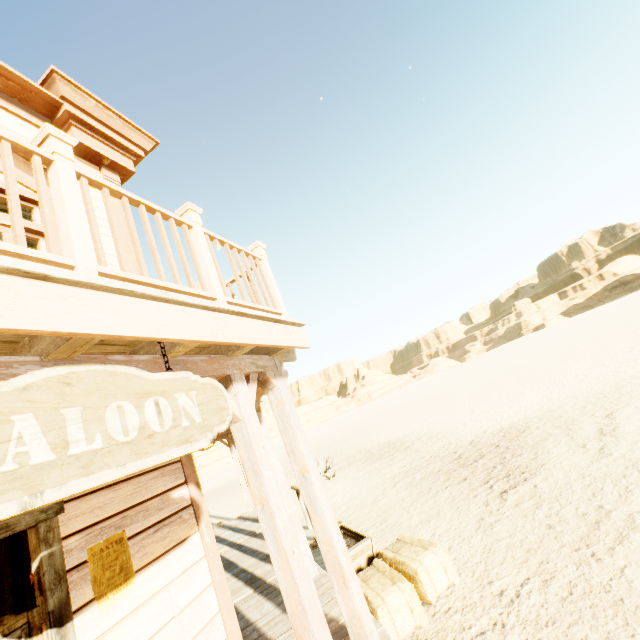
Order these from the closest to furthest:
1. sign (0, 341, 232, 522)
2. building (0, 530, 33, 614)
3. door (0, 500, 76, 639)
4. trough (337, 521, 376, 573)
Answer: sign (0, 341, 232, 522)
door (0, 500, 76, 639)
building (0, 530, 33, 614)
trough (337, 521, 376, 573)

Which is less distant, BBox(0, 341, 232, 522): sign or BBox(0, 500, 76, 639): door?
BBox(0, 341, 232, 522): sign

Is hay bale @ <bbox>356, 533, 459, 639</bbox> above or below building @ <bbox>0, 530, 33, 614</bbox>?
below

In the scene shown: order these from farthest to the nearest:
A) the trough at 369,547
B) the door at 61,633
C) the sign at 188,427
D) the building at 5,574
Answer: the trough at 369,547
the building at 5,574
the door at 61,633
the sign at 188,427

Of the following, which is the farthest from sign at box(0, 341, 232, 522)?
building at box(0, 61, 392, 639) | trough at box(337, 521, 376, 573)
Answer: trough at box(337, 521, 376, 573)

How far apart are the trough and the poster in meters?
2.9

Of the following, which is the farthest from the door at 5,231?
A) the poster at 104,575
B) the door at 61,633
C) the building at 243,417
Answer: the poster at 104,575

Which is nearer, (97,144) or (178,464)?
(178,464)
